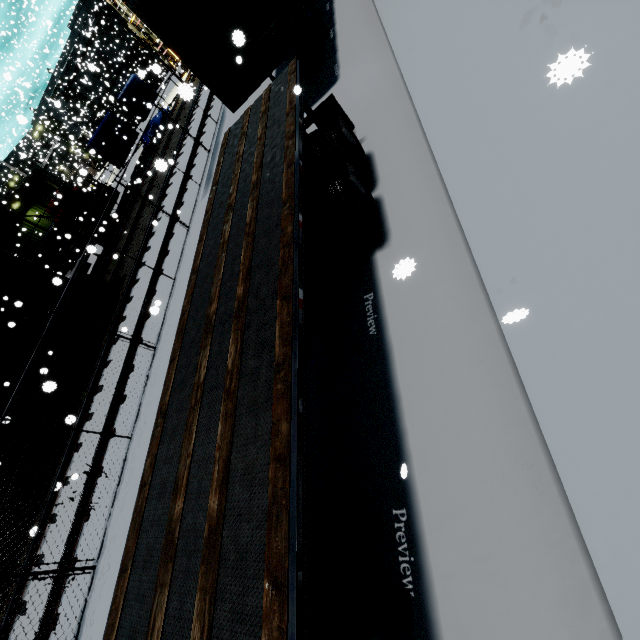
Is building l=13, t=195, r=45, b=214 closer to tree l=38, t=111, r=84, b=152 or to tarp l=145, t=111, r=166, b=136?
tree l=38, t=111, r=84, b=152

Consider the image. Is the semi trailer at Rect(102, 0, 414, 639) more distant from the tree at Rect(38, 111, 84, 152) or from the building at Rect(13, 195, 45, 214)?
the tree at Rect(38, 111, 84, 152)

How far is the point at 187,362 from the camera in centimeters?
362cm

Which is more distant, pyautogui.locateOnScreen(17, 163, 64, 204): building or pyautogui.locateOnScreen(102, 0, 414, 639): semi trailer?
pyautogui.locateOnScreen(17, 163, 64, 204): building

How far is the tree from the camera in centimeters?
2892cm

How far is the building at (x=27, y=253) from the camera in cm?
2148

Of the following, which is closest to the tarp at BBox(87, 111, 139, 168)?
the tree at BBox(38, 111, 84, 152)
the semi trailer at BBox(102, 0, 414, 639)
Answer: the semi trailer at BBox(102, 0, 414, 639)

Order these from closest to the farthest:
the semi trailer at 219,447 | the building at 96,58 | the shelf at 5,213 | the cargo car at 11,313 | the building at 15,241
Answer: the semi trailer at 219,447
the cargo car at 11,313
the shelf at 5,213
the building at 15,241
the building at 96,58
